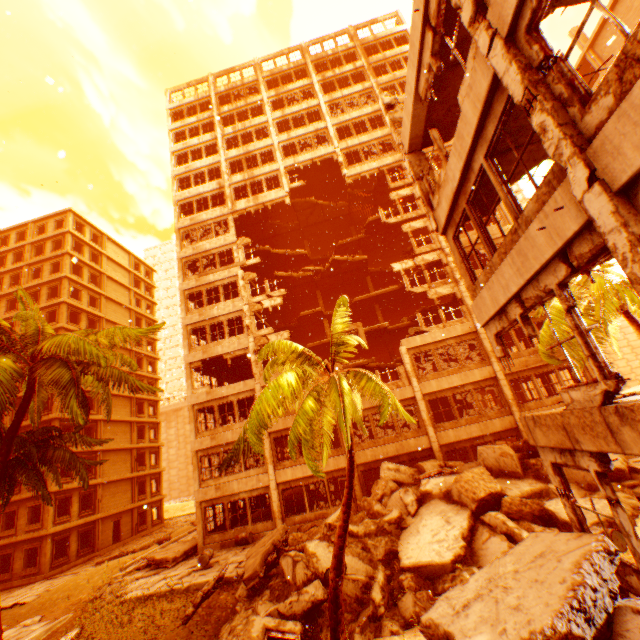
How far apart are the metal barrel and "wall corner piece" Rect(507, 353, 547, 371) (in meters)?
10.92

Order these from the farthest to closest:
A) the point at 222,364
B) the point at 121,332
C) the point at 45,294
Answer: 1. the point at 45,294
2. the point at 222,364
3. the point at 121,332

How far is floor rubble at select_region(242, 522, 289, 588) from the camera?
11.8 meters

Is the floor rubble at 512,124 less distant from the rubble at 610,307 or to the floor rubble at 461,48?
the floor rubble at 461,48

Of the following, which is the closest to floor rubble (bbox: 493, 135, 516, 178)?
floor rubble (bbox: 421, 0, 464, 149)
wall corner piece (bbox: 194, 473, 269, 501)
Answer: floor rubble (bbox: 421, 0, 464, 149)

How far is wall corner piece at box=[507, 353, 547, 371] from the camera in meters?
19.3

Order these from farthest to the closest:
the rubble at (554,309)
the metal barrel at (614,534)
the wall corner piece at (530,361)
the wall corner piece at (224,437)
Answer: the wall corner piece at (224,437), the wall corner piece at (530,361), the rubble at (554,309), the metal barrel at (614,534)

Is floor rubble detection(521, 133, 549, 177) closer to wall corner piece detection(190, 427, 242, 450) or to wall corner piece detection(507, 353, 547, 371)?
wall corner piece detection(507, 353, 547, 371)
